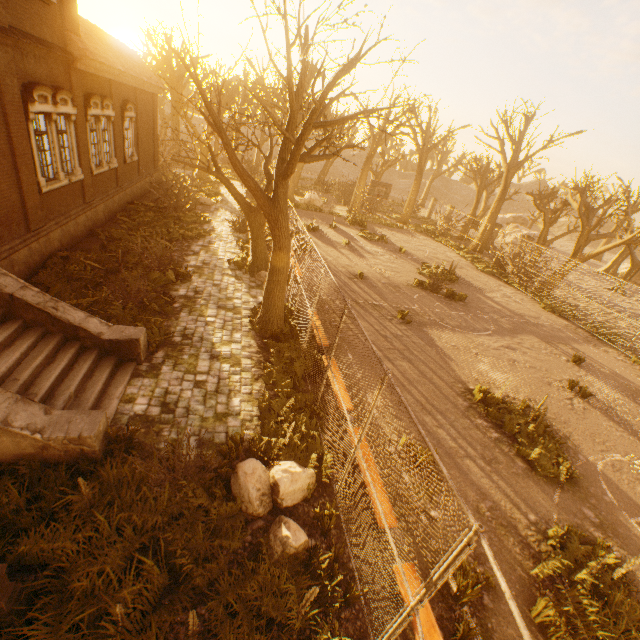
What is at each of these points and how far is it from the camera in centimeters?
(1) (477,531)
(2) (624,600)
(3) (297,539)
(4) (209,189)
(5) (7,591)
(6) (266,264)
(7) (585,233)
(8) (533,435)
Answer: (1) fence, 262cm
(2) instancedfoliageactor, 503cm
(3) rock, 471cm
(4) instancedfoliageactor, 2523cm
(5) street light, 352cm
(6) tree, 1369cm
(7) tree, 1961cm
(8) instancedfoliageactor, 817cm

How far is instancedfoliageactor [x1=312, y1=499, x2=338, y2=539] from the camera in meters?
5.1

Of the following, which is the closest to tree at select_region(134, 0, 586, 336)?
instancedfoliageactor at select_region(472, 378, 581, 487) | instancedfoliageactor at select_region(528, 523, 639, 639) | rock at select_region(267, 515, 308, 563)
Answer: rock at select_region(267, 515, 308, 563)

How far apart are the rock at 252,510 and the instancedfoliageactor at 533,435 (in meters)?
5.28

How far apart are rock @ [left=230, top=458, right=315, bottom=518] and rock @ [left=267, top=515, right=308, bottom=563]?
0.1 meters

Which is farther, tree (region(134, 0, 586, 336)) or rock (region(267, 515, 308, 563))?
tree (region(134, 0, 586, 336))

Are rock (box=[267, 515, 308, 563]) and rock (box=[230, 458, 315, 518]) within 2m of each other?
yes

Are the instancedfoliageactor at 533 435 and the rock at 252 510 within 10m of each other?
yes
